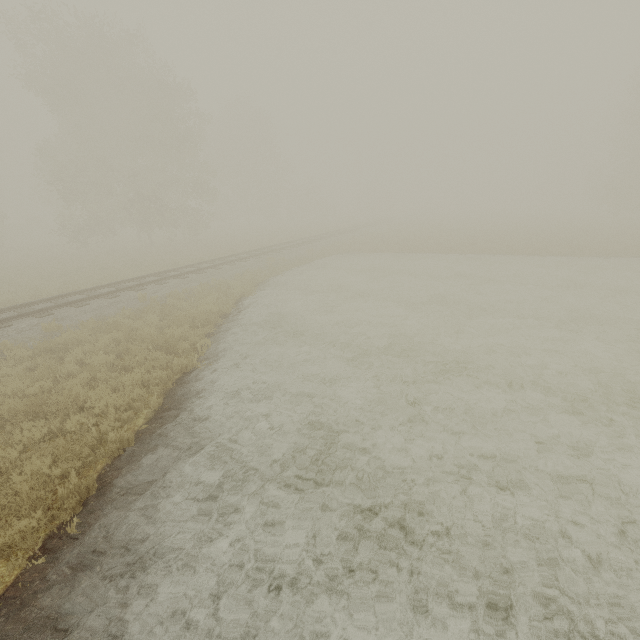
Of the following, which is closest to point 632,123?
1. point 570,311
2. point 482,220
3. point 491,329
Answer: point 482,220
